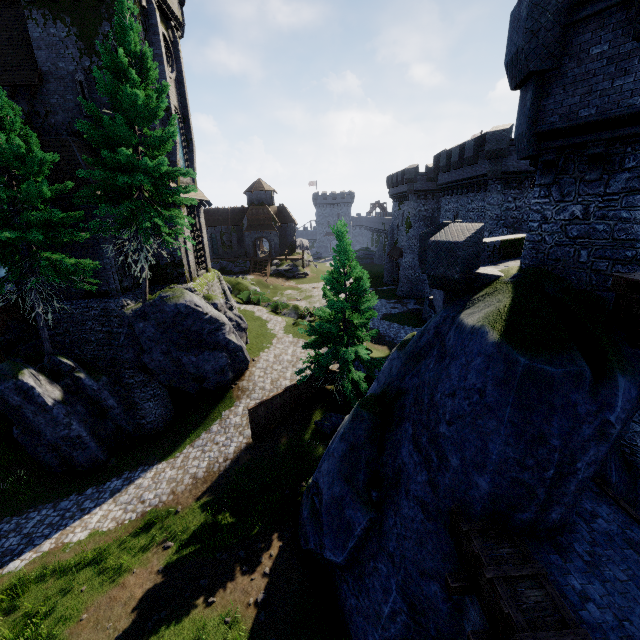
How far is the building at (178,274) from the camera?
21.28m

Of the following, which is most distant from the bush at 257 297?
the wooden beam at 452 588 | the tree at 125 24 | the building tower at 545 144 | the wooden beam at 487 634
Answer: the wooden beam at 487 634

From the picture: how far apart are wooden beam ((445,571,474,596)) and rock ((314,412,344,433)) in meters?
11.7

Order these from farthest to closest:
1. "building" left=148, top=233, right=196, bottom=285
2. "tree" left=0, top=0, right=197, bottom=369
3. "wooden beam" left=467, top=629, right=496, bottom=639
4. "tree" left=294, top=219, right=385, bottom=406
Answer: "building" left=148, top=233, right=196, bottom=285
"tree" left=294, top=219, right=385, bottom=406
"tree" left=0, top=0, right=197, bottom=369
"wooden beam" left=467, top=629, right=496, bottom=639

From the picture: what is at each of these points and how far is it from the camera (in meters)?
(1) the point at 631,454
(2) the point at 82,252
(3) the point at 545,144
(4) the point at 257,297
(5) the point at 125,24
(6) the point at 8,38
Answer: (1) building tower, 8.36
(2) building, 18.20
(3) building tower, 8.23
(4) bush, 36.75
(5) tree, 13.08
(6) building, 18.44

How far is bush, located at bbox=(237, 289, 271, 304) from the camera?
36.78m

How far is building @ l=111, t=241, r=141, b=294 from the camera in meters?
19.0 m

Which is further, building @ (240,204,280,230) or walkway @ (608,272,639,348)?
building @ (240,204,280,230)
